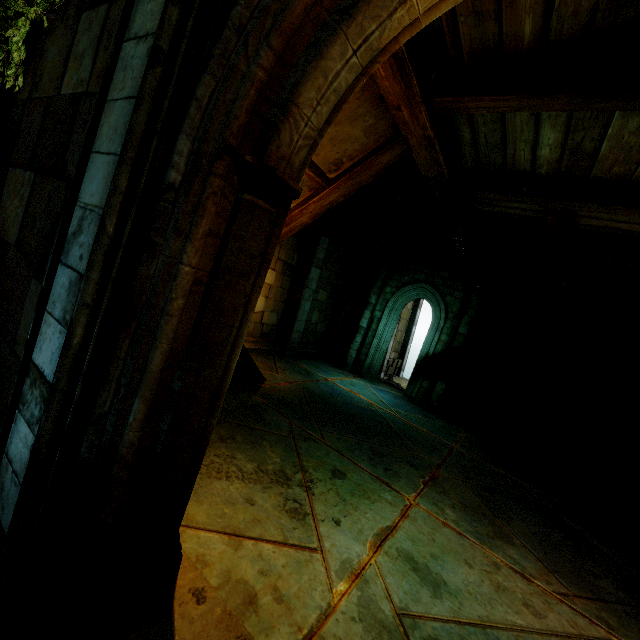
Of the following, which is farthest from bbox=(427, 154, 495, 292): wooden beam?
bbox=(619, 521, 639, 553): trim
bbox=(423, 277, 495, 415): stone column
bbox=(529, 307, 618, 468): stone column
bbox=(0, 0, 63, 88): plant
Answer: bbox=(619, 521, 639, 553): trim

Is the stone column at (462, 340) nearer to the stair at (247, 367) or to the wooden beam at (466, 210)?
the wooden beam at (466, 210)

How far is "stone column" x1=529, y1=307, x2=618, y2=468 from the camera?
9.5m

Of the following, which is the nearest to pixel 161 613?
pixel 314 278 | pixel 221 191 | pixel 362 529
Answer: pixel 221 191

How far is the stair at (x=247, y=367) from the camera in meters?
7.4 m

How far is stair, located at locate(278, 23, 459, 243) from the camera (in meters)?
2.80

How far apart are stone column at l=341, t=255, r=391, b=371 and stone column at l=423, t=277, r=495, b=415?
3.1 meters

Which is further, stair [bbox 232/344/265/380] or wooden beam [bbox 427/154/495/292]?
stair [bbox 232/344/265/380]
